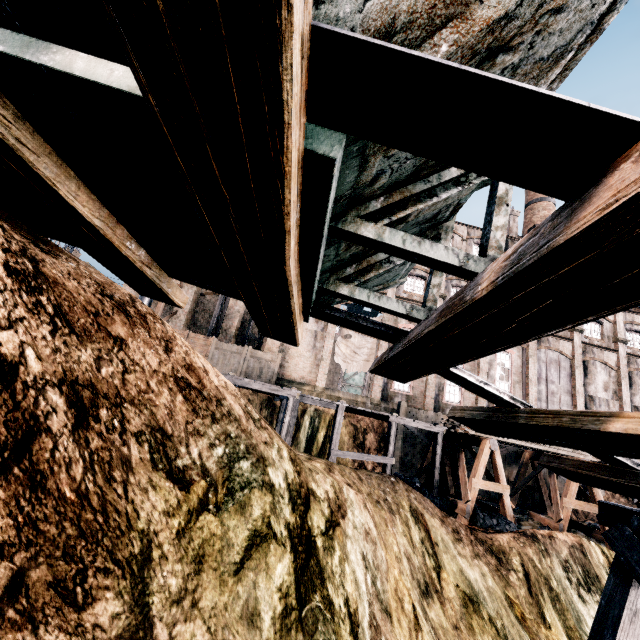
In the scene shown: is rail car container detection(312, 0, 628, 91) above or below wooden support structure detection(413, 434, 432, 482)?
above

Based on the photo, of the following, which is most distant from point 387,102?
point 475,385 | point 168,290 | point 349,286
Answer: point 168,290

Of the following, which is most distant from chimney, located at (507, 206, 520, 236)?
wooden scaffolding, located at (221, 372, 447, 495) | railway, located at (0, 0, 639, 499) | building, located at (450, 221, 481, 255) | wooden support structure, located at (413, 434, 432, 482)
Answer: railway, located at (0, 0, 639, 499)

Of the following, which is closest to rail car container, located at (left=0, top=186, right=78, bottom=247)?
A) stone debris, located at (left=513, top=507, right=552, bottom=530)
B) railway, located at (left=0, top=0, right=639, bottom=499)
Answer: railway, located at (left=0, top=0, right=639, bottom=499)

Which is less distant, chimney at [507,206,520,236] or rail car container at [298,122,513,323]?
rail car container at [298,122,513,323]

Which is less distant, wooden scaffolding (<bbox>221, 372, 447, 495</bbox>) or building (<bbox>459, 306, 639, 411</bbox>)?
wooden scaffolding (<bbox>221, 372, 447, 495</bbox>)

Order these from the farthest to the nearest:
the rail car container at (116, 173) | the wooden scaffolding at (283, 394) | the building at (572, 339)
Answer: the building at (572, 339)
the wooden scaffolding at (283, 394)
the rail car container at (116, 173)

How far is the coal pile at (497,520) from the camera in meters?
14.7
